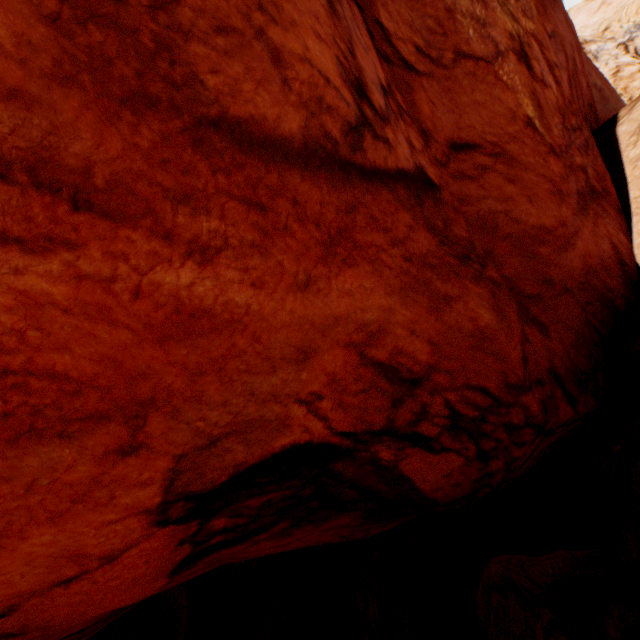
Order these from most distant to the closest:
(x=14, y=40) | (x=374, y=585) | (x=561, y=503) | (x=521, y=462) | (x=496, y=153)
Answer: (x=374, y=585)
(x=561, y=503)
(x=521, y=462)
(x=496, y=153)
(x=14, y=40)
